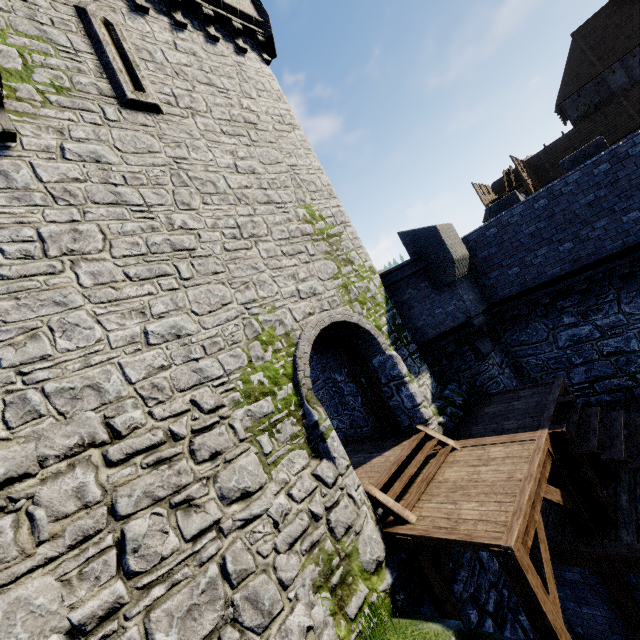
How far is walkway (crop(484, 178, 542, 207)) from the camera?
24.44m

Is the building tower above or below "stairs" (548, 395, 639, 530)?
above

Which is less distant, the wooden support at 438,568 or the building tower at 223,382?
the building tower at 223,382

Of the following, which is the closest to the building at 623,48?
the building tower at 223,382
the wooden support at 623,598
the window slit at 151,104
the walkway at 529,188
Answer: the walkway at 529,188

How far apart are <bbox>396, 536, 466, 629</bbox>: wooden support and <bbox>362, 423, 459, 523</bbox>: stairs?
0.2m

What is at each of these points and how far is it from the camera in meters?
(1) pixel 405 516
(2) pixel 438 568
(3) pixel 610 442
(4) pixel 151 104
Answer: (1) stairs, 6.0
(2) wooden support, 5.9
(3) stairs, 6.4
(4) window slit, 6.9

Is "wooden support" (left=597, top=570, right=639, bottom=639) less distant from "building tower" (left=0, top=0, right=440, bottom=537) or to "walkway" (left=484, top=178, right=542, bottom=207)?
"building tower" (left=0, top=0, right=440, bottom=537)

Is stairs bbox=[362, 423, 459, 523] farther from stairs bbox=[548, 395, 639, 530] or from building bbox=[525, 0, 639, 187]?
building bbox=[525, 0, 639, 187]
